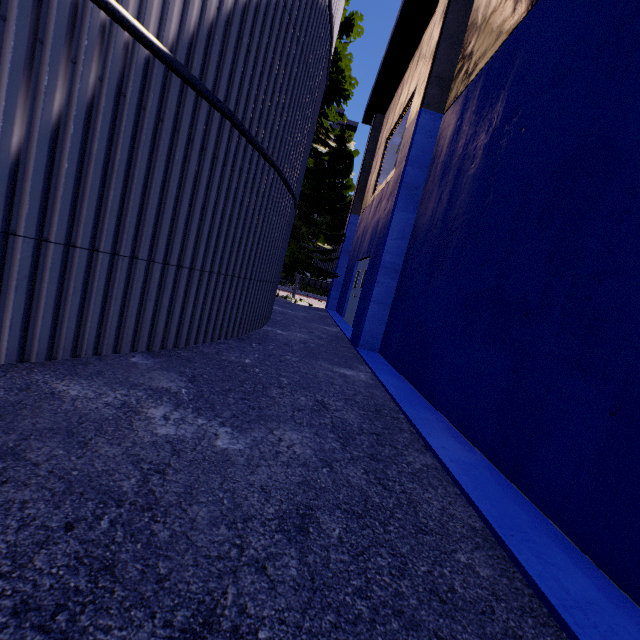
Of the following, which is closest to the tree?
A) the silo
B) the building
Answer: the silo

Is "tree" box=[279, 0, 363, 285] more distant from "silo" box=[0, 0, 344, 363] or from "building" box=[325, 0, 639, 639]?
"building" box=[325, 0, 639, 639]

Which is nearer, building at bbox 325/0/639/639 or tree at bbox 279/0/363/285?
building at bbox 325/0/639/639

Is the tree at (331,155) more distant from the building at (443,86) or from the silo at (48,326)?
the building at (443,86)

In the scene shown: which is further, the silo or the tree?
the tree

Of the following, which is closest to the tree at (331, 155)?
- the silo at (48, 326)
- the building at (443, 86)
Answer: the silo at (48, 326)

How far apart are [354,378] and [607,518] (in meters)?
3.02
